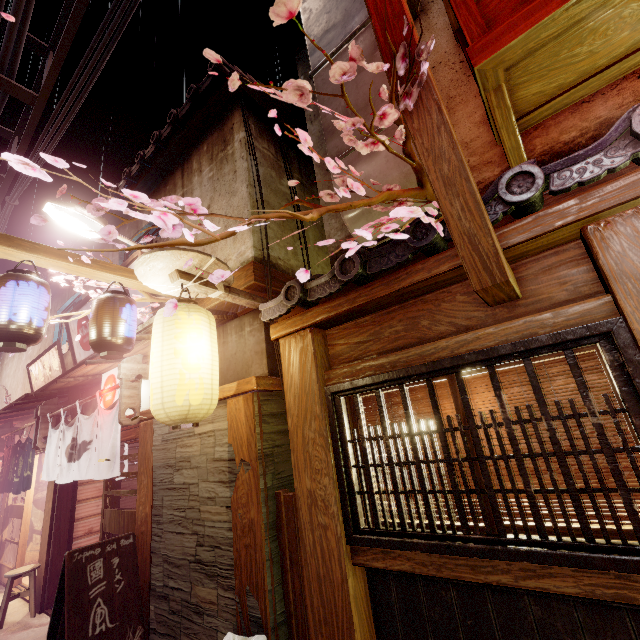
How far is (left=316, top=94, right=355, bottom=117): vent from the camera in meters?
7.1 m

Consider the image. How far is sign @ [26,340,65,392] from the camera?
14.12m

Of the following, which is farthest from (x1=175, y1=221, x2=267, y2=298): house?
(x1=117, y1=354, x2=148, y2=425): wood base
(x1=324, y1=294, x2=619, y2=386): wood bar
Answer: (x1=324, y1=294, x2=619, y2=386): wood bar

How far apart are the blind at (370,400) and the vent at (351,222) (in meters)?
3.30

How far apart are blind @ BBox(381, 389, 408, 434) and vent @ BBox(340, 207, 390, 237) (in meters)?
3.30

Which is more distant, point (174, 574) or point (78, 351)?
point (78, 351)

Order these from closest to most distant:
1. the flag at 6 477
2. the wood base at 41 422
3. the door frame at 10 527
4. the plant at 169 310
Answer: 1. the plant at 169 310
2. the wood base at 41 422
3. the flag at 6 477
4. the door frame at 10 527
